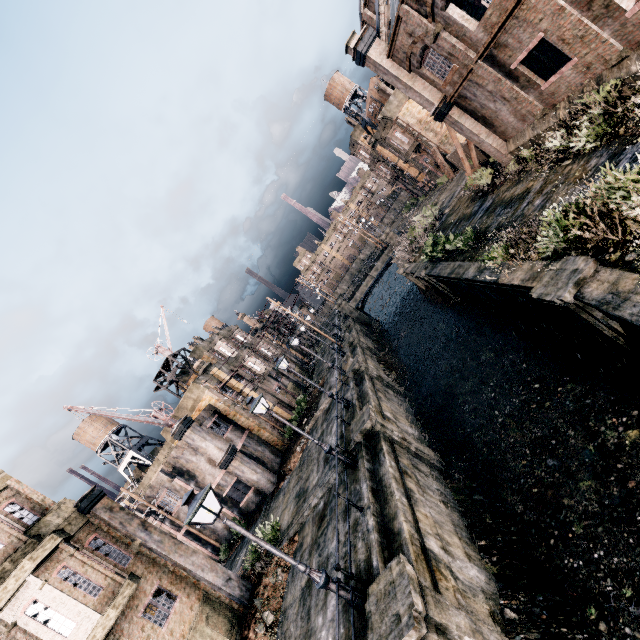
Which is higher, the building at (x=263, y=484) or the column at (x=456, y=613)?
the building at (x=263, y=484)

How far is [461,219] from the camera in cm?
2555

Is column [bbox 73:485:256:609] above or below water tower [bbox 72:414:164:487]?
below

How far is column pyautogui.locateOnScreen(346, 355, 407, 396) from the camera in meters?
24.6 m

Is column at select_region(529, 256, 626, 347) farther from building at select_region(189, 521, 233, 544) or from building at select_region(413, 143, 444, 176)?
building at select_region(189, 521, 233, 544)

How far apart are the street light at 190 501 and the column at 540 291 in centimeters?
999cm

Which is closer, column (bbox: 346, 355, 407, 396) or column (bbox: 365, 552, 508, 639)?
column (bbox: 365, 552, 508, 639)

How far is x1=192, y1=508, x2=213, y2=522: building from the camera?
27.3 meters
